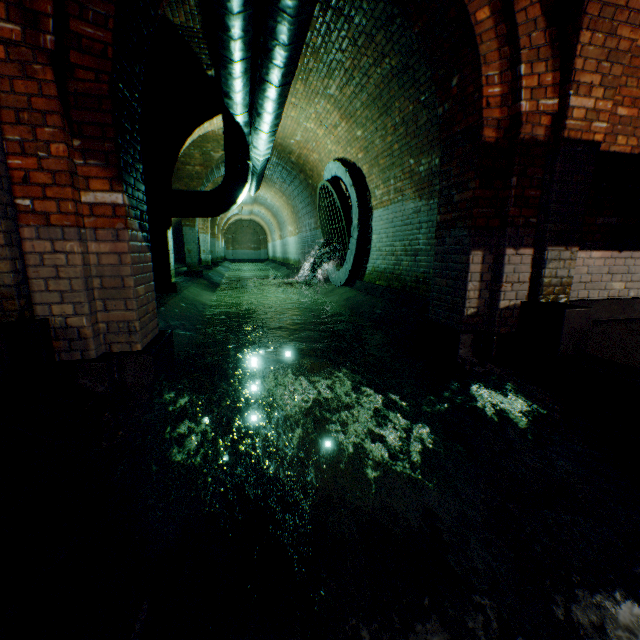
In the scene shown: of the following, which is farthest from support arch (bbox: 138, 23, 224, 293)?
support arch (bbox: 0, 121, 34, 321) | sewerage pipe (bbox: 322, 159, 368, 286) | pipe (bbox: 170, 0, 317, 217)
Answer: support arch (bbox: 0, 121, 34, 321)

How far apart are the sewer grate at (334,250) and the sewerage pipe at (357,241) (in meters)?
0.01

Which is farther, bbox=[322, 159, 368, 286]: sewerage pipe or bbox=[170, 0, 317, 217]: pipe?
bbox=[322, 159, 368, 286]: sewerage pipe

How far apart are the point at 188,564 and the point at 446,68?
4.53m

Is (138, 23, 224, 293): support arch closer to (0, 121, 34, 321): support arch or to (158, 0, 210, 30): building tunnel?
(158, 0, 210, 30): building tunnel

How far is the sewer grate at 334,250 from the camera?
8.0m

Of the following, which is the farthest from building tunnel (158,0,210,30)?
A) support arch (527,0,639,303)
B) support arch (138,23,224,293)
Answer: support arch (527,0,639,303)

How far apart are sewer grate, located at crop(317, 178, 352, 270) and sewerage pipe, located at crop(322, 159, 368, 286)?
0.01m
